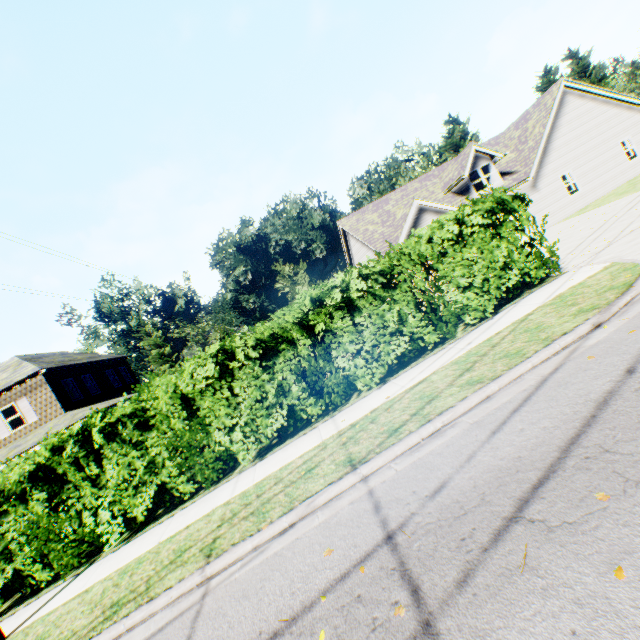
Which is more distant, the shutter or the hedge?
the shutter

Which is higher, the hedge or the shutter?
the shutter

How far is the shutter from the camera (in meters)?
19.14

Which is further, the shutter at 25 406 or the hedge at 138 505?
the shutter at 25 406

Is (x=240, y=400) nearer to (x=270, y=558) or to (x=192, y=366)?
(x=192, y=366)

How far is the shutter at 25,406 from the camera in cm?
1914
